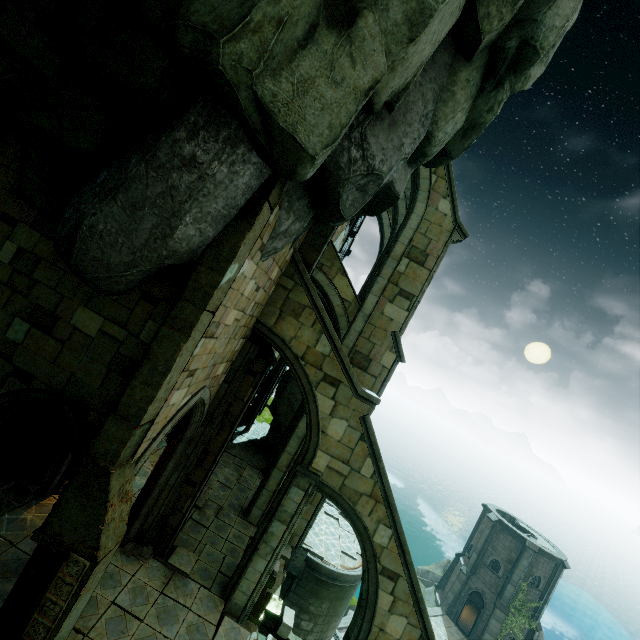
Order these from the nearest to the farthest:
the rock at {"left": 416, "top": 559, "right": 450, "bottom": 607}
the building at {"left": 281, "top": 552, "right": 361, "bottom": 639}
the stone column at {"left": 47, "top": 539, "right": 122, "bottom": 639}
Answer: the stone column at {"left": 47, "top": 539, "right": 122, "bottom": 639} < the building at {"left": 281, "top": 552, "right": 361, "bottom": 639} < the rock at {"left": 416, "top": 559, "right": 450, "bottom": 607}

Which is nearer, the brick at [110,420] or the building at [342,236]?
the brick at [110,420]

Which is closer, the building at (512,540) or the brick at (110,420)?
the brick at (110,420)

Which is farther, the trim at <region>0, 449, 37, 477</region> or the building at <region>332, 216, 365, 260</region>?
the building at <region>332, 216, 365, 260</region>

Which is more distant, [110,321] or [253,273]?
[253,273]

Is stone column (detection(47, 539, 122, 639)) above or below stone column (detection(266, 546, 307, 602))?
above

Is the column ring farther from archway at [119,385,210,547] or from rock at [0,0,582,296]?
rock at [0,0,582,296]

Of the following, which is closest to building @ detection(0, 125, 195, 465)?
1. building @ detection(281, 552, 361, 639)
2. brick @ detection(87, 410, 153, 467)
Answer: brick @ detection(87, 410, 153, 467)
